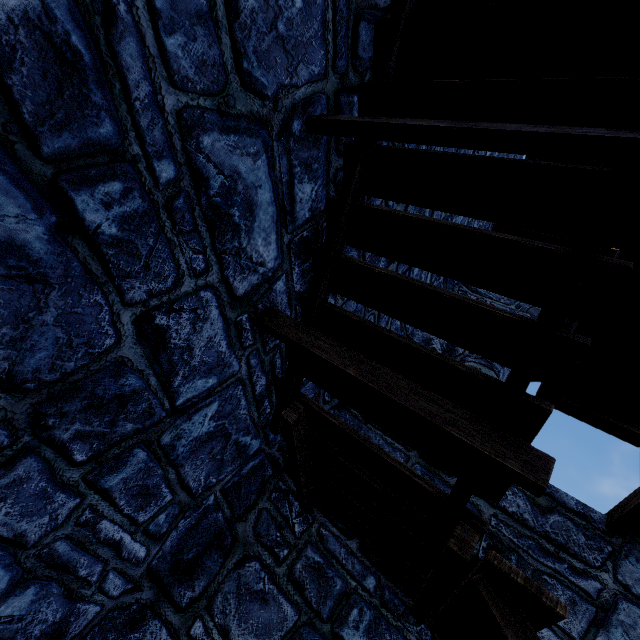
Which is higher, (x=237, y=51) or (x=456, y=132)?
(x=456, y=132)
